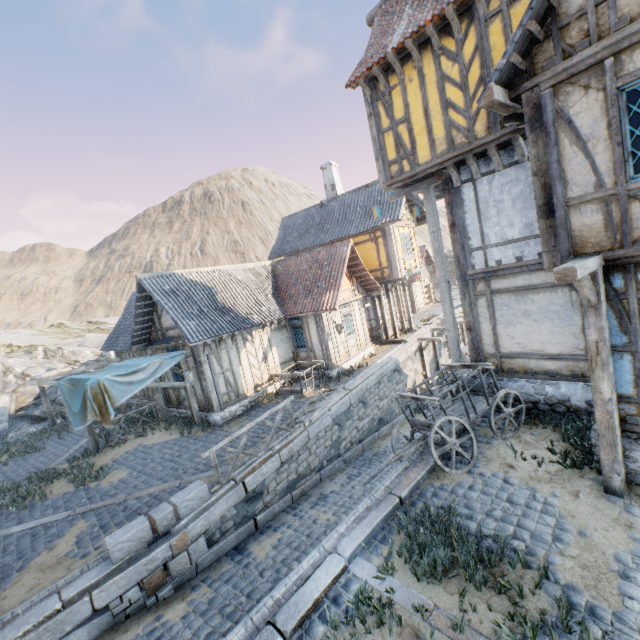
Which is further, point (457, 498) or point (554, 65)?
point (457, 498)

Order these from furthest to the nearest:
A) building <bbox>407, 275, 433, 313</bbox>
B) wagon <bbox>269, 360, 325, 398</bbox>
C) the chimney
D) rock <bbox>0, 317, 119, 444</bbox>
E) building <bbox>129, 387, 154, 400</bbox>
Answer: building <bbox>407, 275, 433, 313</bbox>, the chimney, rock <bbox>0, 317, 119, 444</bbox>, building <bbox>129, 387, 154, 400</bbox>, wagon <bbox>269, 360, 325, 398</bbox>

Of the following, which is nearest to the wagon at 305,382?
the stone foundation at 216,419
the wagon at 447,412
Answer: the stone foundation at 216,419

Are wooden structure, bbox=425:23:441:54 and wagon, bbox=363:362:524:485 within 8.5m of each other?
yes

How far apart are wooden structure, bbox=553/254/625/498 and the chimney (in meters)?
18.09

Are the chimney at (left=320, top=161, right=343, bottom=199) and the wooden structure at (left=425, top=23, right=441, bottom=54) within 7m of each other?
no

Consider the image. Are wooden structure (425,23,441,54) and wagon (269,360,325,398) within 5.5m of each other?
no

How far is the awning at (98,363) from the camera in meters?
14.7
